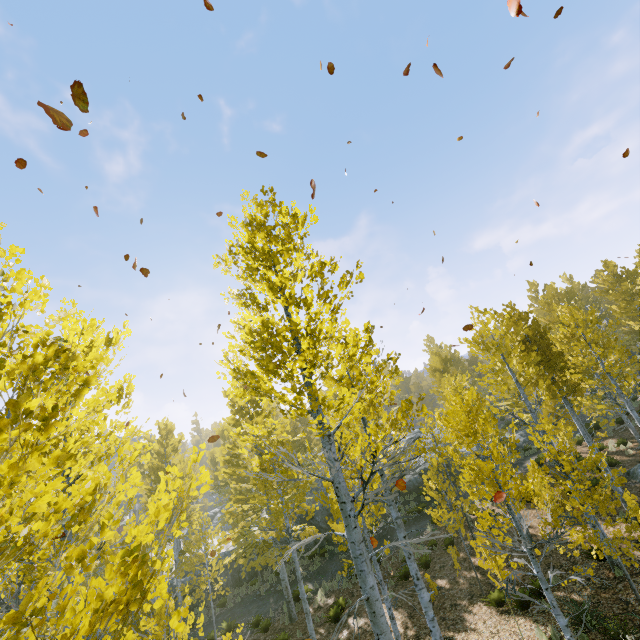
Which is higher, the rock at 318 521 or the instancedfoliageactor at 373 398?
the instancedfoliageactor at 373 398

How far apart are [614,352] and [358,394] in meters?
10.8

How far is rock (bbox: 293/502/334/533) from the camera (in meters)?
20.98

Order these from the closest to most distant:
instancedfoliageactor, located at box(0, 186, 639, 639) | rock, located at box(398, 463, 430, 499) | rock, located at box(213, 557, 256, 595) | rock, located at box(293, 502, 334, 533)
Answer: instancedfoliageactor, located at box(0, 186, 639, 639), rock, located at box(213, 557, 256, 595), rock, located at box(293, 502, 334, 533), rock, located at box(398, 463, 430, 499)

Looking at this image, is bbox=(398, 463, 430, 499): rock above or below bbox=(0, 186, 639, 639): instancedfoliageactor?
below

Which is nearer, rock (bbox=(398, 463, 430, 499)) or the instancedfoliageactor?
the instancedfoliageactor

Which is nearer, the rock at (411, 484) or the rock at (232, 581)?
the rock at (232, 581)
